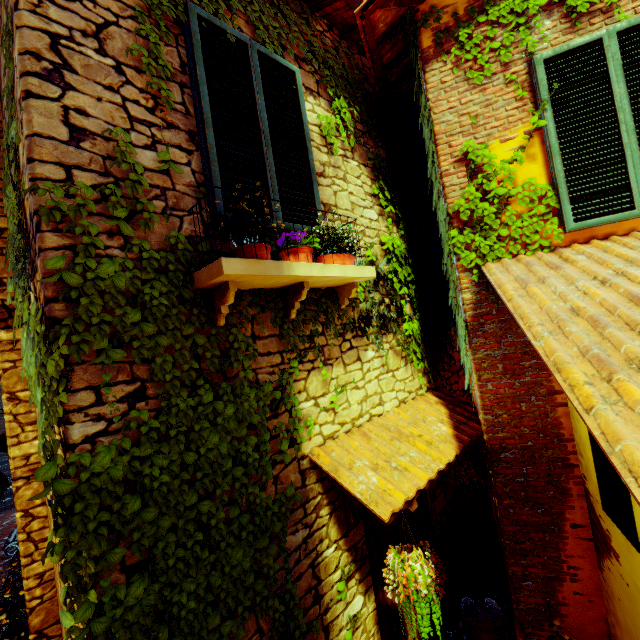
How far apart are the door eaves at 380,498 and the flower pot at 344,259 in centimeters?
157cm

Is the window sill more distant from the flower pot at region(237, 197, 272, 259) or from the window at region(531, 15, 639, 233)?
the window at region(531, 15, 639, 233)

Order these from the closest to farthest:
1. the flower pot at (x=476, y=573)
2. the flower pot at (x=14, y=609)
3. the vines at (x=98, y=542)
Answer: the vines at (x=98, y=542) → the flower pot at (x=476, y=573) → the flower pot at (x=14, y=609)

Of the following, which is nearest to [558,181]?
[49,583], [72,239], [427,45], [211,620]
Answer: [427,45]

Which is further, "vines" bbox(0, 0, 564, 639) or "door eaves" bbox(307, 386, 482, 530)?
"door eaves" bbox(307, 386, 482, 530)

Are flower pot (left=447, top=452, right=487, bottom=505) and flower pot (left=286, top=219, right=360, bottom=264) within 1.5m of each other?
no

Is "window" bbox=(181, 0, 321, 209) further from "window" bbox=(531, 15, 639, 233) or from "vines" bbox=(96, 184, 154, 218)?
"window" bbox=(531, 15, 639, 233)

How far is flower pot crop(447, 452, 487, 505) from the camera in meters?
3.8 m
